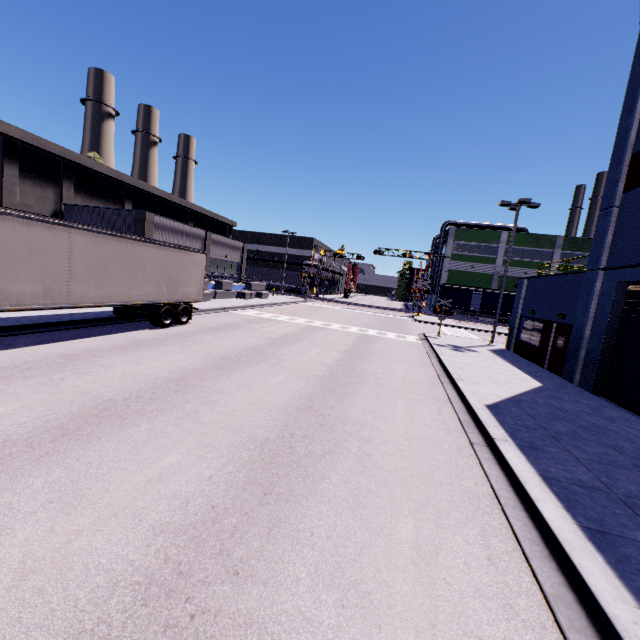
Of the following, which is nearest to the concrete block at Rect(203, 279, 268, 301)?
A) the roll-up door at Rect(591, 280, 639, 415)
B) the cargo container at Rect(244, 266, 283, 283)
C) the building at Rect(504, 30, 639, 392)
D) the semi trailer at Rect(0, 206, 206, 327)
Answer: the building at Rect(504, 30, 639, 392)

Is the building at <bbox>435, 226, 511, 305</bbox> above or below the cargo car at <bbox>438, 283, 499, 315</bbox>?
above

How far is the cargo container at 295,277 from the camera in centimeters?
5612cm

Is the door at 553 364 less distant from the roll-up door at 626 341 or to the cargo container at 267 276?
the roll-up door at 626 341

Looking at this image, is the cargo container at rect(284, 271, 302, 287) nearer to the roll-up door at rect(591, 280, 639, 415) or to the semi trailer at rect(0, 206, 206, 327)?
the semi trailer at rect(0, 206, 206, 327)

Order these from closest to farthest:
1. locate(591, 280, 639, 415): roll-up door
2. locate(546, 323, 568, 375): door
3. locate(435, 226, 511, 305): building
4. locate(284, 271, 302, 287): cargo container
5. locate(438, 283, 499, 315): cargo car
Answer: locate(591, 280, 639, 415): roll-up door
locate(546, 323, 568, 375): door
locate(438, 283, 499, 315): cargo car
locate(435, 226, 511, 305): building
locate(284, 271, 302, 287): cargo container

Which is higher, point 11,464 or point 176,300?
point 176,300

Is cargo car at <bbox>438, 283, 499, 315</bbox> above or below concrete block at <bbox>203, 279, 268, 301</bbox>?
above
